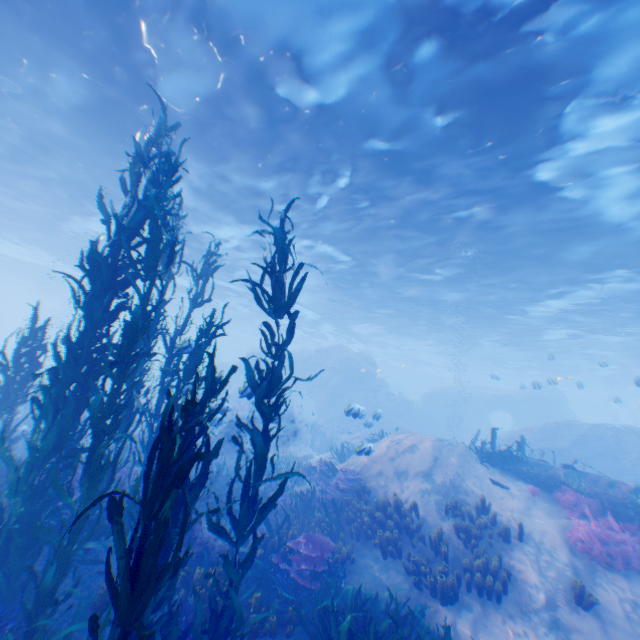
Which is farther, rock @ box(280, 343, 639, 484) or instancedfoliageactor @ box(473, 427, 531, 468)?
rock @ box(280, 343, 639, 484)

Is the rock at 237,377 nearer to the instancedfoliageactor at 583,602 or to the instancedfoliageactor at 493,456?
the instancedfoliageactor at 493,456

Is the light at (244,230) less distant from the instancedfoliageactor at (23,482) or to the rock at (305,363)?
the rock at (305,363)

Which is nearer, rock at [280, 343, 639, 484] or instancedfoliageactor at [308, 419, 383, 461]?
instancedfoliageactor at [308, 419, 383, 461]

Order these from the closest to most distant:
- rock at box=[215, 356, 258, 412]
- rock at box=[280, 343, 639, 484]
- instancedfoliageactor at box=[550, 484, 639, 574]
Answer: instancedfoliageactor at box=[550, 484, 639, 574], rock at box=[215, 356, 258, 412], rock at box=[280, 343, 639, 484]

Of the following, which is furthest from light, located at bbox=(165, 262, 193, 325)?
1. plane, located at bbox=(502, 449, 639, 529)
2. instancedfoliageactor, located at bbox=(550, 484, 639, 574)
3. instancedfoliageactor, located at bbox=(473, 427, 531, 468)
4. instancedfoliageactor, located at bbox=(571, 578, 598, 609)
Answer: instancedfoliageactor, located at bbox=(571, 578, 598, 609)

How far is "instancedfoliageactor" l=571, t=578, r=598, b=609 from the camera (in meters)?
6.53

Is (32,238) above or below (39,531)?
above
